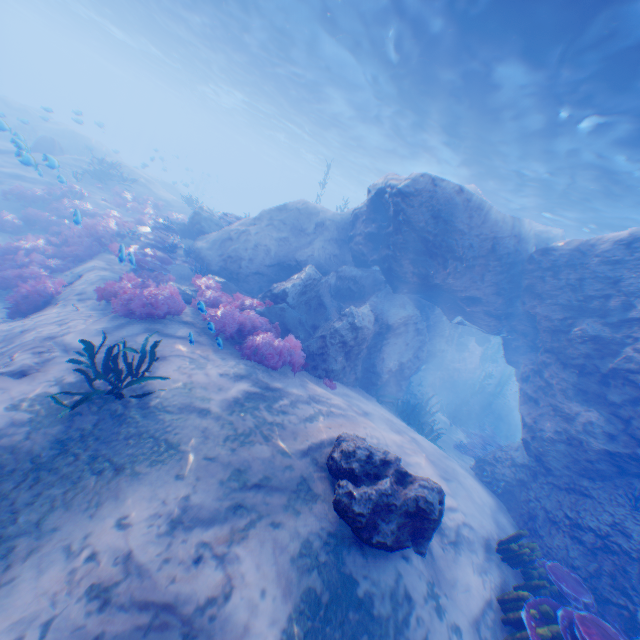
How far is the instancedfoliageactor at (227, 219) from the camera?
15.1 meters

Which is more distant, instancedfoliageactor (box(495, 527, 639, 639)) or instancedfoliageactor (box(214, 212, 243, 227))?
instancedfoliageactor (box(214, 212, 243, 227))

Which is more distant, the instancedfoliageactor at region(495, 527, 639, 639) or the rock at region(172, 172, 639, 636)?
the rock at region(172, 172, 639, 636)

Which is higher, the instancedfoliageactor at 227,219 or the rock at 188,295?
the instancedfoliageactor at 227,219

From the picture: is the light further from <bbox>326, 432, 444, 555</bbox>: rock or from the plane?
the plane

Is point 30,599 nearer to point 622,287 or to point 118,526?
point 118,526

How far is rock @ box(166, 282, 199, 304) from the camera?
10.03m

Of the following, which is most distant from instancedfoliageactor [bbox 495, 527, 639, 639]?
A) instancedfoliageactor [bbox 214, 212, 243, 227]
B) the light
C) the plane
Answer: instancedfoliageactor [bbox 214, 212, 243, 227]
